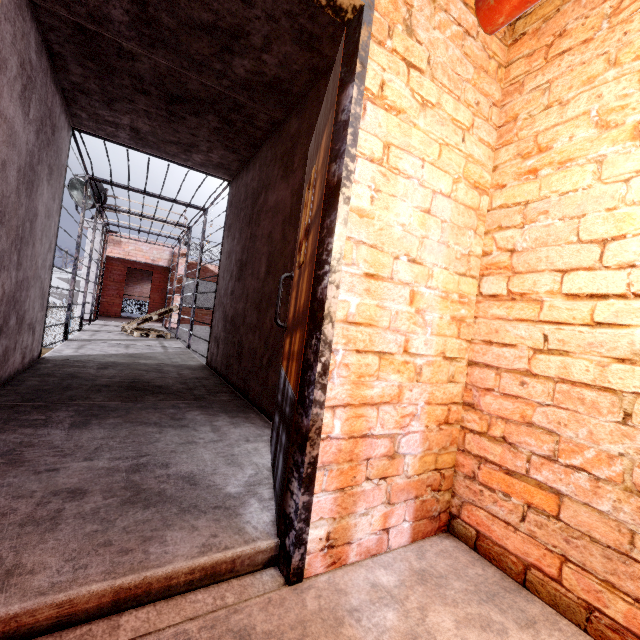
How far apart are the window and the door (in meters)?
14.18

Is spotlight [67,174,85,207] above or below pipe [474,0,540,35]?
above

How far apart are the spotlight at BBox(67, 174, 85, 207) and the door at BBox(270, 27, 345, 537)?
10.9 meters

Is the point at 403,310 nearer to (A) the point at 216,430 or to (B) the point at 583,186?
(B) the point at 583,186

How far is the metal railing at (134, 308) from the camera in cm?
1510

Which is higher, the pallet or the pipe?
the pipe

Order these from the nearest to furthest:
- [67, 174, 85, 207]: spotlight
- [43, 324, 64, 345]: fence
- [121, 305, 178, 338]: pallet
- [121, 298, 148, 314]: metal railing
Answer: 1. [121, 305, 178, 338]: pallet
2. [67, 174, 85, 207]: spotlight
3. [121, 298, 148, 314]: metal railing
4. [43, 324, 64, 345]: fence

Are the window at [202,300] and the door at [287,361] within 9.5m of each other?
no
